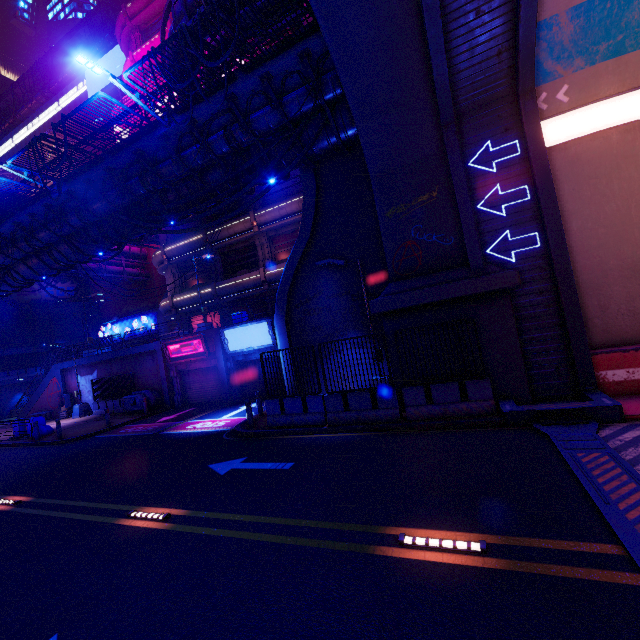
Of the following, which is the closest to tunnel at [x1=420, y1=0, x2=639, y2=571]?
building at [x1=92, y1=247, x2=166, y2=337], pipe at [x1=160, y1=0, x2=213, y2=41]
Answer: pipe at [x1=160, y1=0, x2=213, y2=41]

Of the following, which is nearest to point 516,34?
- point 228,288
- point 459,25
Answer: point 459,25

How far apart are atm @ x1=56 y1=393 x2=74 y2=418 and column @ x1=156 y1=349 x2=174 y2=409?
10.6 meters

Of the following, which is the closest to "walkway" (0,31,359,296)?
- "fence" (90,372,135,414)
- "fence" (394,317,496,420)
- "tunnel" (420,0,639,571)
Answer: "tunnel" (420,0,639,571)

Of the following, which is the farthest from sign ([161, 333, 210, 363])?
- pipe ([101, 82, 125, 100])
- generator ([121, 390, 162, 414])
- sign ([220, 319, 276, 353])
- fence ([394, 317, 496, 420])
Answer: pipe ([101, 82, 125, 100])

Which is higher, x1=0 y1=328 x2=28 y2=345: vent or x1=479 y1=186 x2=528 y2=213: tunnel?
x1=0 y1=328 x2=28 y2=345: vent

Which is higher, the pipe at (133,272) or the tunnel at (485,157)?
the pipe at (133,272)

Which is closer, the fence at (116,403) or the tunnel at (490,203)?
the tunnel at (490,203)
